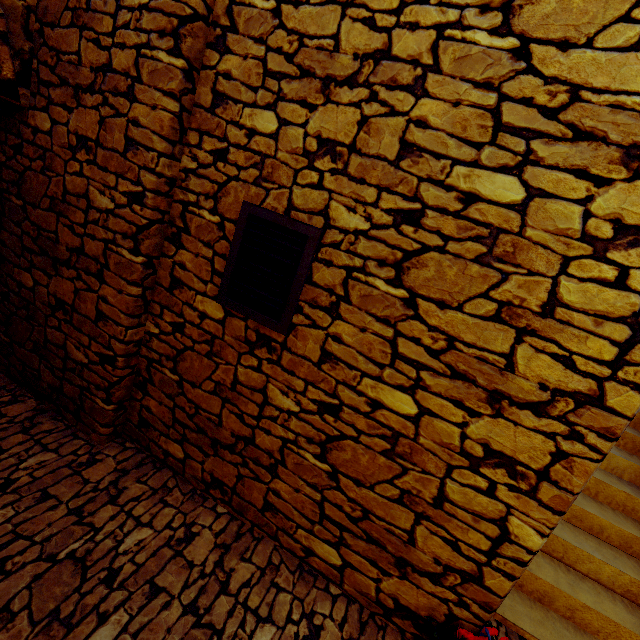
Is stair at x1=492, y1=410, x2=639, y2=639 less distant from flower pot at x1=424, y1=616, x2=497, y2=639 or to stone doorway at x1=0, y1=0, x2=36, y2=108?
flower pot at x1=424, y1=616, x2=497, y2=639

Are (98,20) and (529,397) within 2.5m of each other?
no

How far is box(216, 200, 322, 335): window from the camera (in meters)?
1.97

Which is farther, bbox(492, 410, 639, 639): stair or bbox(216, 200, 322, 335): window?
bbox(492, 410, 639, 639): stair

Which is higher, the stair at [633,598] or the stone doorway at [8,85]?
the stone doorway at [8,85]

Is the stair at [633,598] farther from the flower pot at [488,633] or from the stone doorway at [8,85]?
the stone doorway at [8,85]

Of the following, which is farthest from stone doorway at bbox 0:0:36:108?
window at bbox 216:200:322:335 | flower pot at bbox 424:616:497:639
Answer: flower pot at bbox 424:616:497:639

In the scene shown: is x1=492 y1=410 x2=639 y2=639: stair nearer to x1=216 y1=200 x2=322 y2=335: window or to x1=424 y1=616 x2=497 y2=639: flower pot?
x1=424 y1=616 x2=497 y2=639: flower pot
